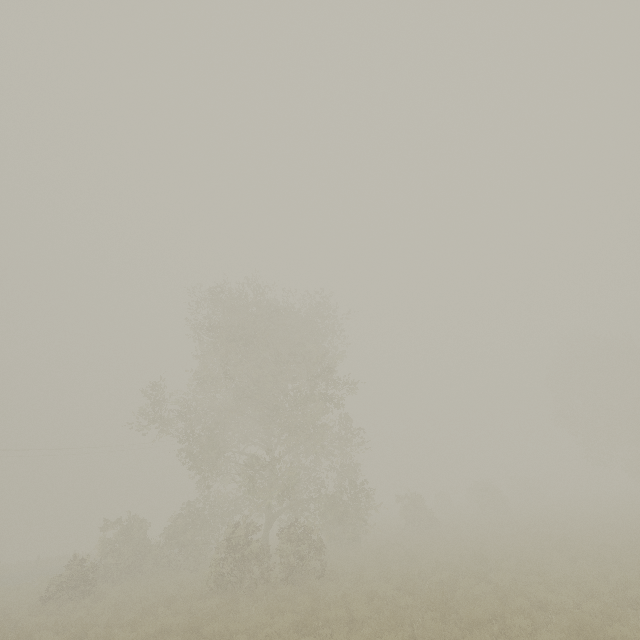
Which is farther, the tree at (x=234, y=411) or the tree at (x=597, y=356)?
the tree at (x=597, y=356)

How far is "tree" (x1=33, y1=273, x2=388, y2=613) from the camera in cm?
1572

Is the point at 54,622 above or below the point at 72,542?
above

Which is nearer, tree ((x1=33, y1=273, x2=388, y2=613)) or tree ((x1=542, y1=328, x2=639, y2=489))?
tree ((x1=33, y1=273, x2=388, y2=613))

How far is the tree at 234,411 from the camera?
15.7m
